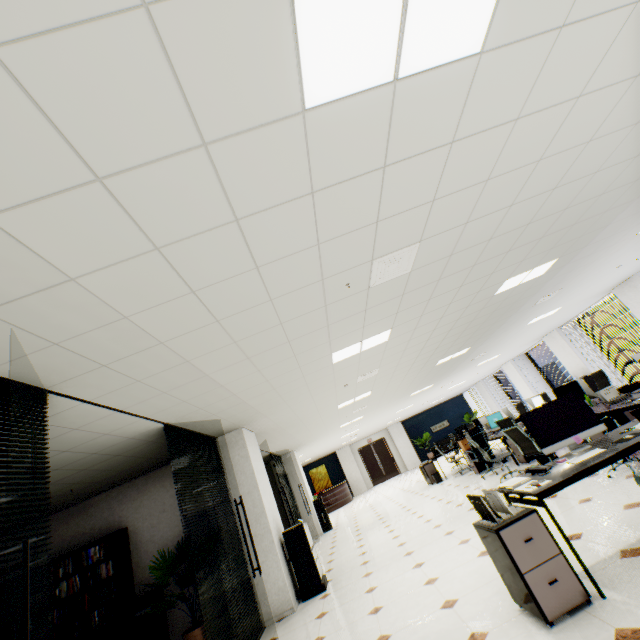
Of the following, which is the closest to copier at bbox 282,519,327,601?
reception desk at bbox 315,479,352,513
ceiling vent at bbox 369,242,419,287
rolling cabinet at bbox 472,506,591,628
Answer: rolling cabinet at bbox 472,506,591,628

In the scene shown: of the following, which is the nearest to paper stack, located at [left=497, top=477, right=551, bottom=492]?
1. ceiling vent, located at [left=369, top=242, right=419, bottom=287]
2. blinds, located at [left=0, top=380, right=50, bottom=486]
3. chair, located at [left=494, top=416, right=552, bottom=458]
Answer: ceiling vent, located at [left=369, top=242, right=419, bottom=287]

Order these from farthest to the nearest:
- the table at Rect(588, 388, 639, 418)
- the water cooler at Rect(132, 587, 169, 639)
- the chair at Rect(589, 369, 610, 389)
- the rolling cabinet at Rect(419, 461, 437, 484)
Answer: the rolling cabinet at Rect(419, 461, 437, 484), the chair at Rect(589, 369, 610, 389), the water cooler at Rect(132, 587, 169, 639), the table at Rect(588, 388, 639, 418)

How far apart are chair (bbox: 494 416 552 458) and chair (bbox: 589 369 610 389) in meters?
2.4

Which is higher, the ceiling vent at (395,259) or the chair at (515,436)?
the ceiling vent at (395,259)

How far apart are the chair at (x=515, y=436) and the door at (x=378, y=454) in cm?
1751

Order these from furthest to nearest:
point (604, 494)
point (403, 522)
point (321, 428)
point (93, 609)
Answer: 1. point (321, 428)
2. point (403, 522)
3. point (93, 609)
4. point (604, 494)

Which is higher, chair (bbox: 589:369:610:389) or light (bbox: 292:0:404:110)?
light (bbox: 292:0:404:110)
